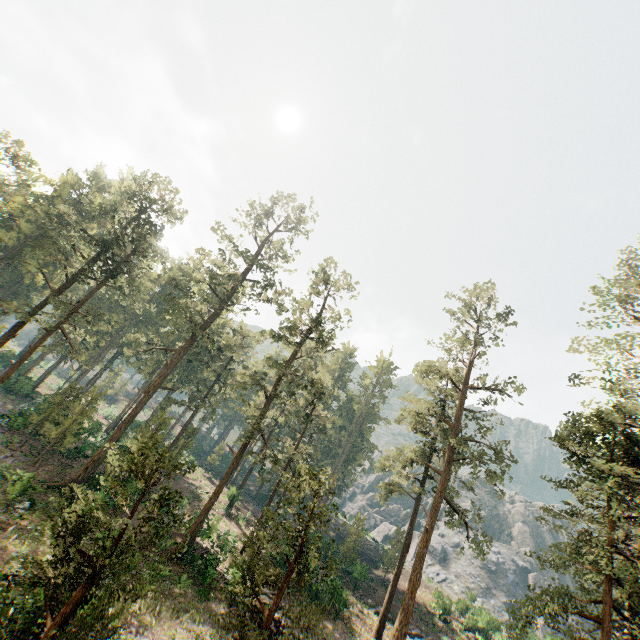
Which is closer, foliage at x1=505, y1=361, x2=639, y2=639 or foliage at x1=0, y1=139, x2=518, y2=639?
foliage at x1=0, y1=139, x2=518, y2=639

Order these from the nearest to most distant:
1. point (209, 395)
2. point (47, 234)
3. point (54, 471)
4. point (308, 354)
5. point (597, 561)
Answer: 1. point (597, 561)
2. point (54, 471)
3. point (308, 354)
4. point (209, 395)
5. point (47, 234)

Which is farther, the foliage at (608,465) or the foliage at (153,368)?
the foliage at (608,465)
